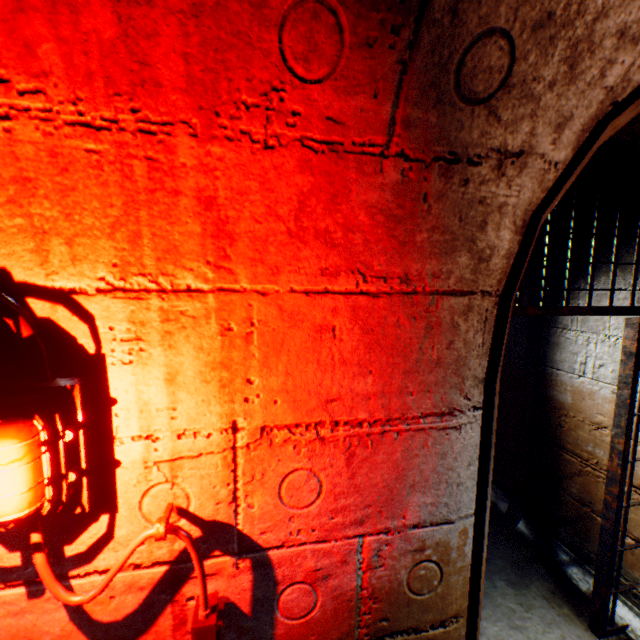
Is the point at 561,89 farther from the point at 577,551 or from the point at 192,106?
the point at 577,551

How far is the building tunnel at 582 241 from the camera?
2.3 meters

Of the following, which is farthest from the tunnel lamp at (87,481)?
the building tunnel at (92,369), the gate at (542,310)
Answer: the gate at (542,310)

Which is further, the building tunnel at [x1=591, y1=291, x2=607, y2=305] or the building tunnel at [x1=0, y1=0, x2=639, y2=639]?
the building tunnel at [x1=591, y1=291, x2=607, y2=305]

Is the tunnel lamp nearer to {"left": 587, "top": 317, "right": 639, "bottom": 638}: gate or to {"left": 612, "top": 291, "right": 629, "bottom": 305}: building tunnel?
{"left": 612, "top": 291, "right": 629, "bottom": 305}: building tunnel

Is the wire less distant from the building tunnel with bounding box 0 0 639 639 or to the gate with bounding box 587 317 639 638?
the building tunnel with bounding box 0 0 639 639

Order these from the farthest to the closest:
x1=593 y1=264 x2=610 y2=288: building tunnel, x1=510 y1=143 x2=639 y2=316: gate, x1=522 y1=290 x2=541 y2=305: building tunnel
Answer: x1=522 y1=290 x2=541 y2=305: building tunnel → x1=593 y1=264 x2=610 y2=288: building tunnel → x1=510 y1=143 x2=639 y2=316: gate
